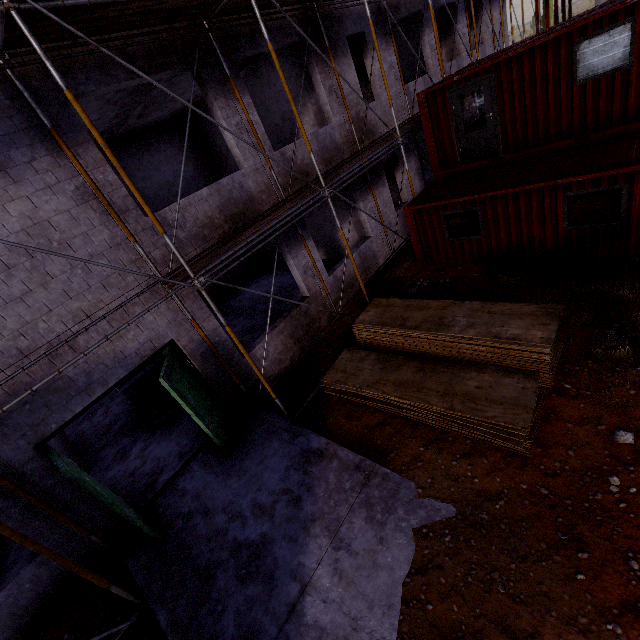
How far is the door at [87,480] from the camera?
5.0 meters

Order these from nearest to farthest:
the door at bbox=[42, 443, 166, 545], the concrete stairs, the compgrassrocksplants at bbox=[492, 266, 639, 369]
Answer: the door at bbox=[42, 443, 166, 545] < the compgrassrocksplants at bbox=[492, 266, 639, 369] < the concrete stairs

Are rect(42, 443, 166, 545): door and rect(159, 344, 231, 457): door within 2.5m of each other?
yes

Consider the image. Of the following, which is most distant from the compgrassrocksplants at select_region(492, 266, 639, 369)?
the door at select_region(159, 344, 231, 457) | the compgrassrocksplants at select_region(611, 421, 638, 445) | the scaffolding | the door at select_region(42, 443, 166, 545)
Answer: the door at select_region(42, 443, 166, 545)

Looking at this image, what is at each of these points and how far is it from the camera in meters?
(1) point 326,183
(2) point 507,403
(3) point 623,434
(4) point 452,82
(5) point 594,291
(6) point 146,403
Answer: (1) scaffolding, 8.5 m
(2) plywood, 5.4 m
(3) compgrassrocksplants, 4.9 m
(4) cargo container, 9.3 m
(5) compgrassrocksplants, 7.4 m
(6) concrete stairs, 9.7 m

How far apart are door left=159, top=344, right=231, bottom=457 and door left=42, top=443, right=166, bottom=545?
1.8 meters

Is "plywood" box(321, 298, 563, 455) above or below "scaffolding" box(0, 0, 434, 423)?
below

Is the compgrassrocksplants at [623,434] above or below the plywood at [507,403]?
below
